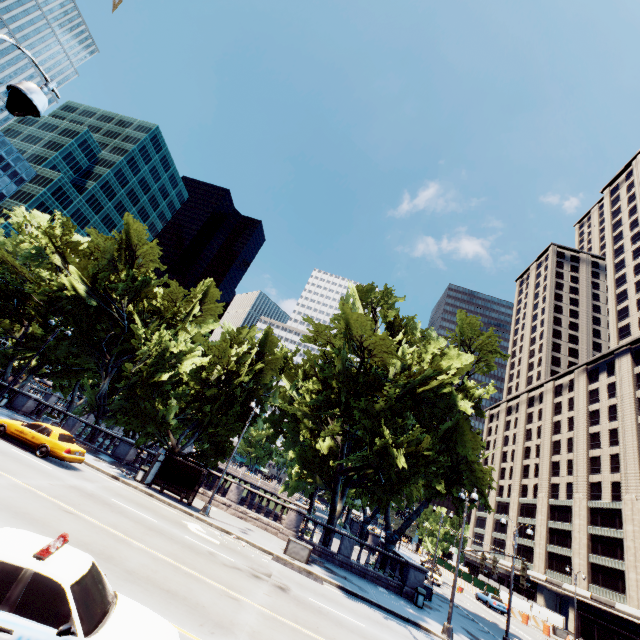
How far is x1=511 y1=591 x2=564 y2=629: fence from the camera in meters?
40.2 m

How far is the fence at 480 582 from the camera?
41.3m

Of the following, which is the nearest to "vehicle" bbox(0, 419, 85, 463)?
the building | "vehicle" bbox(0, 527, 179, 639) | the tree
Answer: the tree

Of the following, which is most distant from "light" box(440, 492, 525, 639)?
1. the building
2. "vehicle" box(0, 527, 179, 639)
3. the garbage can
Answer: the building

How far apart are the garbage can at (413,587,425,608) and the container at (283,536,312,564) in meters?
7.9

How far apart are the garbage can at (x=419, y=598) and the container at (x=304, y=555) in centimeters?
794cm

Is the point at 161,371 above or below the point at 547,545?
below
